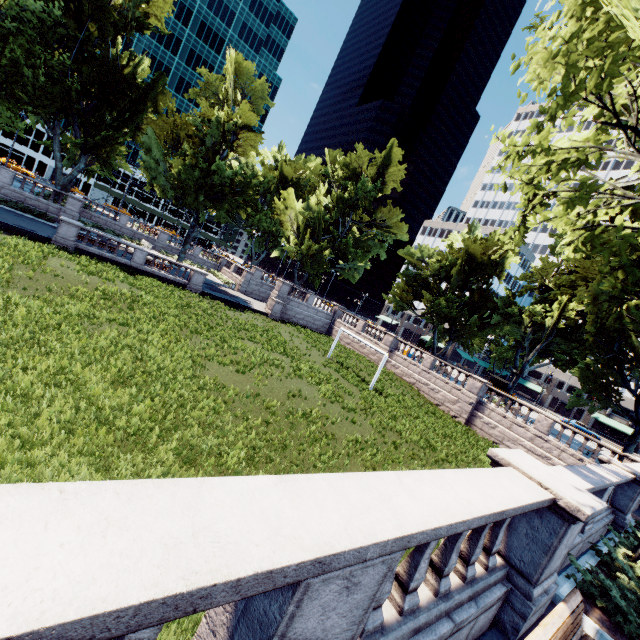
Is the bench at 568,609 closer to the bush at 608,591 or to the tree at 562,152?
the bush at 608,591

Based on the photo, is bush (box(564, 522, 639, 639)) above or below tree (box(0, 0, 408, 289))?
below

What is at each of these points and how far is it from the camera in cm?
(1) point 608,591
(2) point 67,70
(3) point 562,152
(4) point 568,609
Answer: (1) bush, 625
(2) tree, 3114
(3) tree, 882
(4) bench, 450

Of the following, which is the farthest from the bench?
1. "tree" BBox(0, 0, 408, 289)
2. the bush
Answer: "tree" BBox(0, 0, 408, 289)

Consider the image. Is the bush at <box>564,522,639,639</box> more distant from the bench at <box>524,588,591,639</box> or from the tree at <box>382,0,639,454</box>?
the bench at <box>524,588,591,639</box>

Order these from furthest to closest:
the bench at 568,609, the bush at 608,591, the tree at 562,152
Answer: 1. the tree at 562,152
2. the bush at 608,591
3. the bench at 568,609
